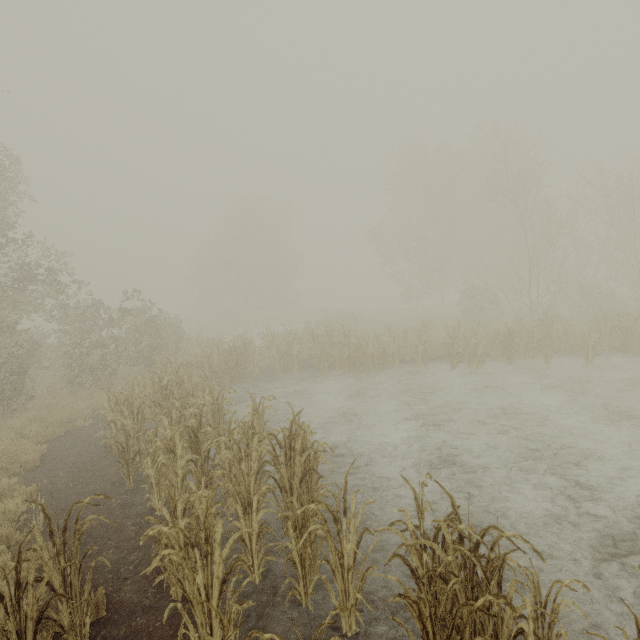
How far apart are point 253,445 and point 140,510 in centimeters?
291cm
